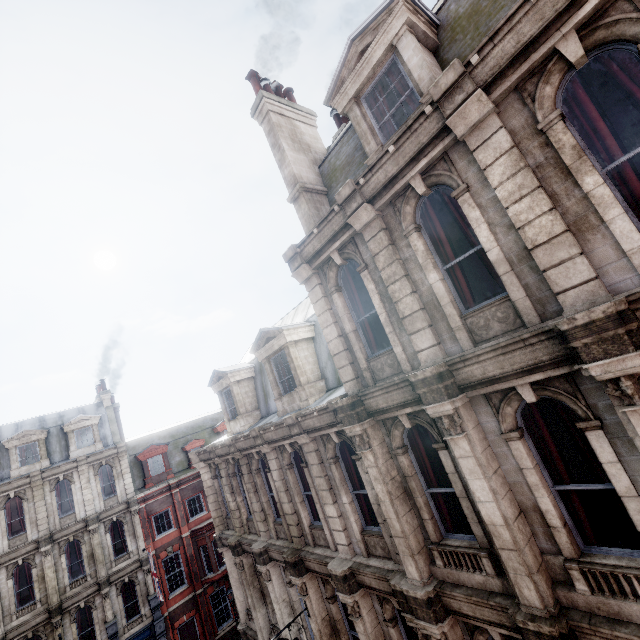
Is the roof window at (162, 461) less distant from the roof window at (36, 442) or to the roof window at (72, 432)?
the roof window at (72, 432)

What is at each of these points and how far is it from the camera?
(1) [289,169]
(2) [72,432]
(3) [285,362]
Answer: (1) chimney, 9.7 meters
(2) roof window, 24.4 meters
(3) roof window, 12.4 meters

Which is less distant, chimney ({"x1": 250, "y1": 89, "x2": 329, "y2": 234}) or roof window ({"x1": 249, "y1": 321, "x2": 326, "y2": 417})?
chimney ({"x1": 250, "y1": 89, "x2": 329, "y2": 234})

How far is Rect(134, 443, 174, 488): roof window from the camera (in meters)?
26.00

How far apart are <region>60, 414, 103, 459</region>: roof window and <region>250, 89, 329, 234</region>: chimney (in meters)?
25.44

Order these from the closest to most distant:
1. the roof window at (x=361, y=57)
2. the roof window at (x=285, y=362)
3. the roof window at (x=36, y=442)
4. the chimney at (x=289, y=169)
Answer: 1. the roof window at (x=361, y=57)
2. the chimney at (x=289, y=169)
3. the roof window at (x=285, y=362)
4. the roof window at (x=36, y=442)

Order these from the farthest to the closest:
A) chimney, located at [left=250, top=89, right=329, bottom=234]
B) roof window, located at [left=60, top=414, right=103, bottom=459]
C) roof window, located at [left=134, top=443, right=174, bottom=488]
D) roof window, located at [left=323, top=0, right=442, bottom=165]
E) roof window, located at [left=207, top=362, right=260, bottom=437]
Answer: roof window, located at [left=134, top=443, right=174, bottom=488] < roof window, located at [left=60, top=414, right=103, bottom=459] < roof window, located at [left=207, top=362, right=260, bottom=437] < chimney, located at [left=250, top=89, right=329, bottom=234] < roof window, located at [left=323, top=0, right=442, bottom=165]

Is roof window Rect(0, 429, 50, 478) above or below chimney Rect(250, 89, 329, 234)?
below
